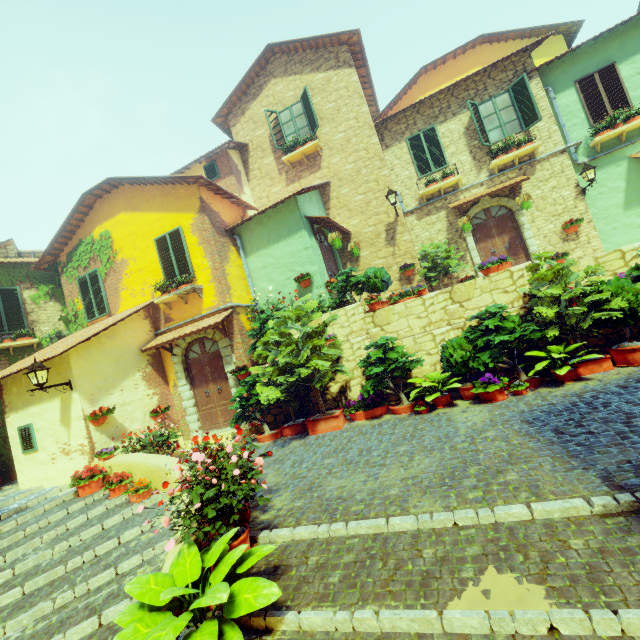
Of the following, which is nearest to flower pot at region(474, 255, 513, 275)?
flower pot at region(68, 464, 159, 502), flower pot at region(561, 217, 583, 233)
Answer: flower pot at region(561, 217, 583, 233)

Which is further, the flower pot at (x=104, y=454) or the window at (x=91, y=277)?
the window at (x=91, y=277)

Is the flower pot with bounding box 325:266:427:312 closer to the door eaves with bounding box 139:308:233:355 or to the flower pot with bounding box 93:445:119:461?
the door eaves with bounding box 139:308:233:355

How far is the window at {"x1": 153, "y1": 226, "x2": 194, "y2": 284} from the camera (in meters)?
9.87

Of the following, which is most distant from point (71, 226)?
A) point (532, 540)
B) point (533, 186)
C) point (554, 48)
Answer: point (554, 48)

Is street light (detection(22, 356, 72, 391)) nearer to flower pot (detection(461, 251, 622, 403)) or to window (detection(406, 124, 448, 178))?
flower pot (detection(461, 251, 622, 403))

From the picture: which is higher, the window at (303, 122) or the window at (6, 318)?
the window at (303, 122)

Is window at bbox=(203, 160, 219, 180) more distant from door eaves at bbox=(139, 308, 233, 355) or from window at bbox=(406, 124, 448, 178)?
door eaves at bbox=(139, 308, 233, 355)
